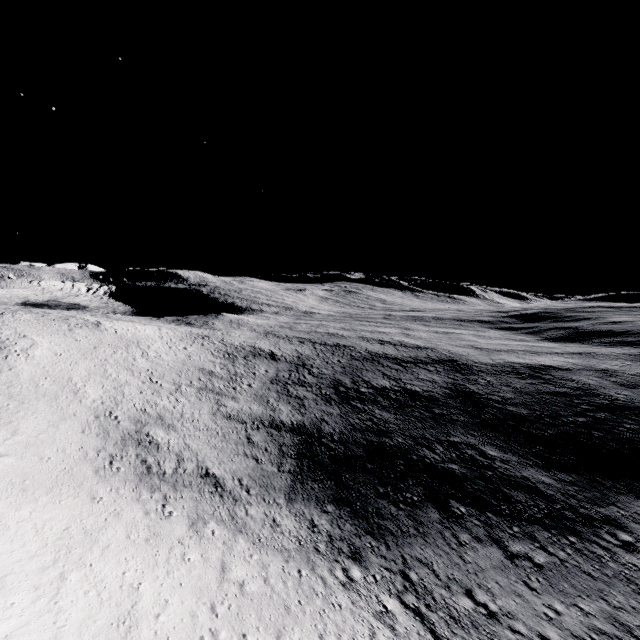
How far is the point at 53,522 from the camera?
24.0m
